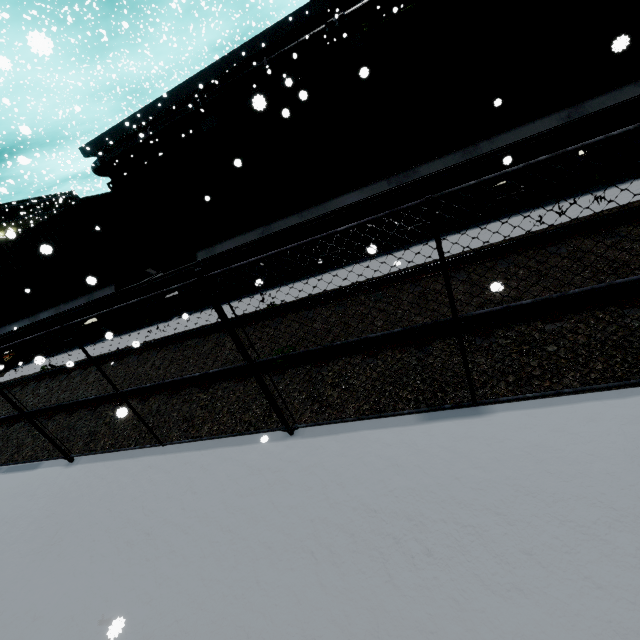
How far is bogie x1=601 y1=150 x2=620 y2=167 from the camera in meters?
6.1 m

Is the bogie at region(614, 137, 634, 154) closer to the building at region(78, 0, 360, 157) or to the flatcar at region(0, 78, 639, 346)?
the flatcar at region(0, 78, 639, 346)

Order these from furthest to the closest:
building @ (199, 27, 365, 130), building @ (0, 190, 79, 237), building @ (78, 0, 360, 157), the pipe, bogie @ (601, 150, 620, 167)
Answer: building @ (0, 190, 79, 237), building @ (78, 0, 360, 157), the pipe, building @ (199, 27, 365, 130), bogie @ (601, 150, 620, 167)

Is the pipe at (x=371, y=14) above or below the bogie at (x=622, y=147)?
above

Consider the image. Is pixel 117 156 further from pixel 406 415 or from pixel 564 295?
pixel 564 295

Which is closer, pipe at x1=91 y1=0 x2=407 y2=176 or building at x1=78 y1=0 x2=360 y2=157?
pipe at x1=91 y1=0 x2=407 y2=176

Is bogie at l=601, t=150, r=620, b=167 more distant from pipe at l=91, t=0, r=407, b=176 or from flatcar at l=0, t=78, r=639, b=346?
pipe at l=91, t=0, r=407, b=176

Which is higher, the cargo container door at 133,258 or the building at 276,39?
the building at 276,39
